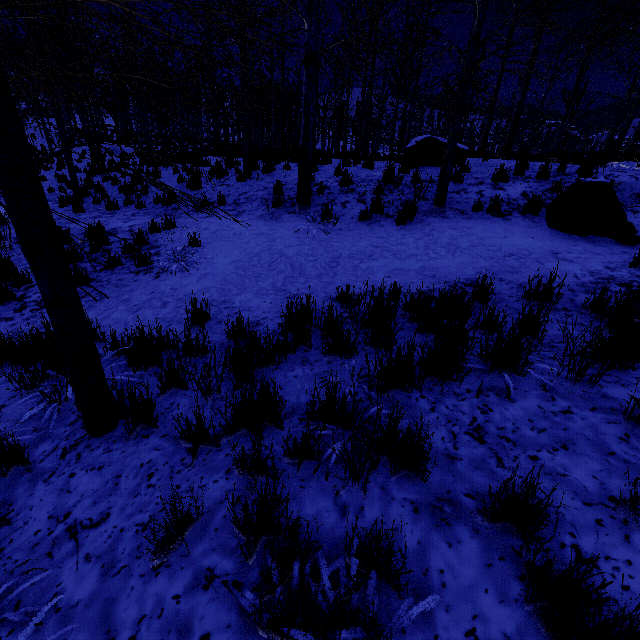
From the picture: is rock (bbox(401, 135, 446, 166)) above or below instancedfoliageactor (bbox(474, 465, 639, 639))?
above

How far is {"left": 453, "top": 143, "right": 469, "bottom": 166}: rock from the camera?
9.2 meters

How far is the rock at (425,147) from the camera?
9.4 meters

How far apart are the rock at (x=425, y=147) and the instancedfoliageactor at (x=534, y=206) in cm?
365

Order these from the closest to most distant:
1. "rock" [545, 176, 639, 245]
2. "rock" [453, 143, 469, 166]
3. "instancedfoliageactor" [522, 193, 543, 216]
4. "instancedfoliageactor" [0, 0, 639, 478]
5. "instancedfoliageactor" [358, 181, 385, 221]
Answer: "instancedfoliageactor" [0, 0, 639, 478] < "rock" [545, 176, 639, 245] < "instancedfoliageactor" [522, 193, 543, 216] < "instancedfoliageactor" [358, 181, 385, 221] < "rock" [453, 143, 469, 166]

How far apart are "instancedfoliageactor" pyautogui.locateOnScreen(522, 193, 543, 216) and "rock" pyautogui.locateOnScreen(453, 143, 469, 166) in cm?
365

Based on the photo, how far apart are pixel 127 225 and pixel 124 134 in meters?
28.2 m
